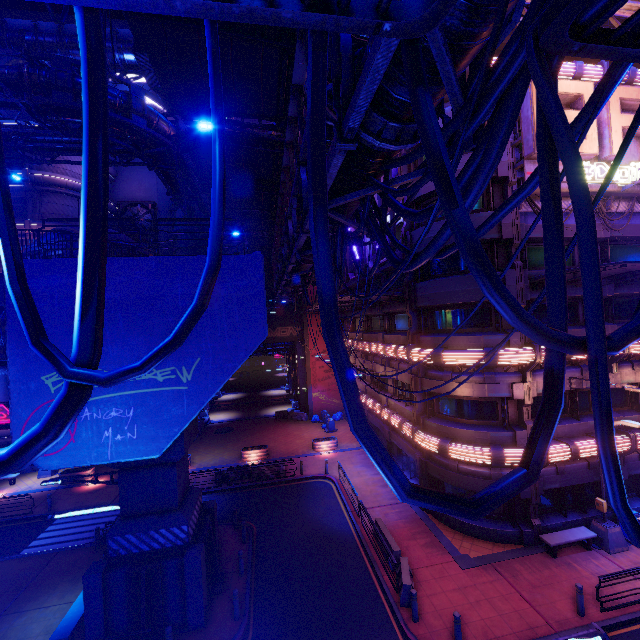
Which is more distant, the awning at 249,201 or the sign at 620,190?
the sign at 620,190

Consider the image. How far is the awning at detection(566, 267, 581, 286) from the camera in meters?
13.4

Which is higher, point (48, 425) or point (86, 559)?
point (48, 425)

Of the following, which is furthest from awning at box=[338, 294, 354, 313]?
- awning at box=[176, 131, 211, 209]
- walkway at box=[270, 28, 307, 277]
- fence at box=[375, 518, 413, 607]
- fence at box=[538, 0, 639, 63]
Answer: fence at box=[538, 0, 639, 63]

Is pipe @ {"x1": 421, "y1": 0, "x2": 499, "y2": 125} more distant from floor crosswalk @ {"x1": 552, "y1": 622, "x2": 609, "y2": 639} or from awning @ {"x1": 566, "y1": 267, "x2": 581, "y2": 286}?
floor crosswalk @ {"x1": 552, "y1": 622, "x2": 609, "y2": 639}

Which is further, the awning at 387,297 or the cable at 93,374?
the awning at 387,297

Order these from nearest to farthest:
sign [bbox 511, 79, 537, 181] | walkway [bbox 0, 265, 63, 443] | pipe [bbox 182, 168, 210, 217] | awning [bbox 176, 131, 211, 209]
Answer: walkway [bbox 0, 265, 63, 443]
awning [bbox 176, 131, 211, 209]
sign [bbox 511, 79, 537, 181]
pipe [bbox 182, 168, 210, 217]

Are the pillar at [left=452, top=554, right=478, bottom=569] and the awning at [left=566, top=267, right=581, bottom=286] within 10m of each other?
no
